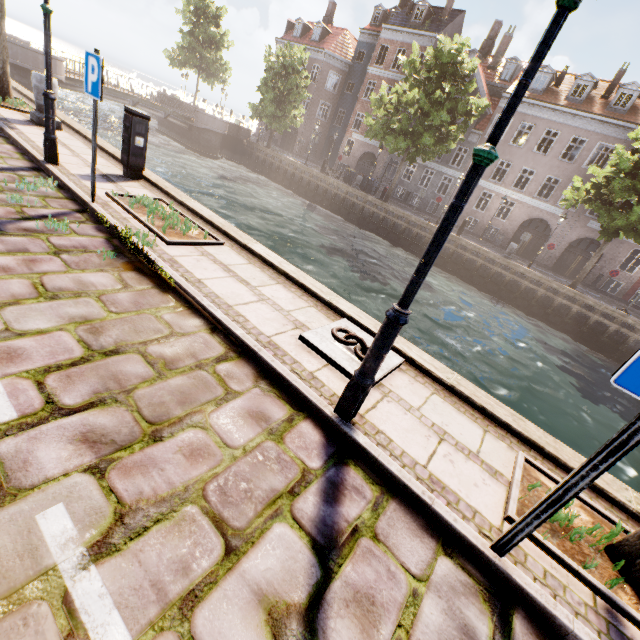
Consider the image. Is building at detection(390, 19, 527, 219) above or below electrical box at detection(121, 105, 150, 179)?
above

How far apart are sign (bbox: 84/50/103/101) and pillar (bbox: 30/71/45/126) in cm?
510

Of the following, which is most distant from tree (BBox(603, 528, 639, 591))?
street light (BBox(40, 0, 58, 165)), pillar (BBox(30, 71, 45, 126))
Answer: street light (BBox(40, 0, 58, 165))

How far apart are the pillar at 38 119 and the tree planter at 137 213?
4.72m

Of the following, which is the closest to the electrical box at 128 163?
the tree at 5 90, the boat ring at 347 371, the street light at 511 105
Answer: the tree at 5 90

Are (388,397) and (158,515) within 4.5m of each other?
yes

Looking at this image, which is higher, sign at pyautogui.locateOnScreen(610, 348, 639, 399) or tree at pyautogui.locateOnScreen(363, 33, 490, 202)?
tree at pyautogui.locateOnScreen(363, 33, 490, 202)

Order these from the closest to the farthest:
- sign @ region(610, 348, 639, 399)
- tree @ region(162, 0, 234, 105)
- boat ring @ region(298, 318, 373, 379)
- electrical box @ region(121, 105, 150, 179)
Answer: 1. sign @ region(610, 348, 639, 399)
2. boat ring @ region(298, 318, 373, 379)
3. electrical box @ region(121, 105, 150, 179)
4. tree @ region(162, 0, 234, 105)
